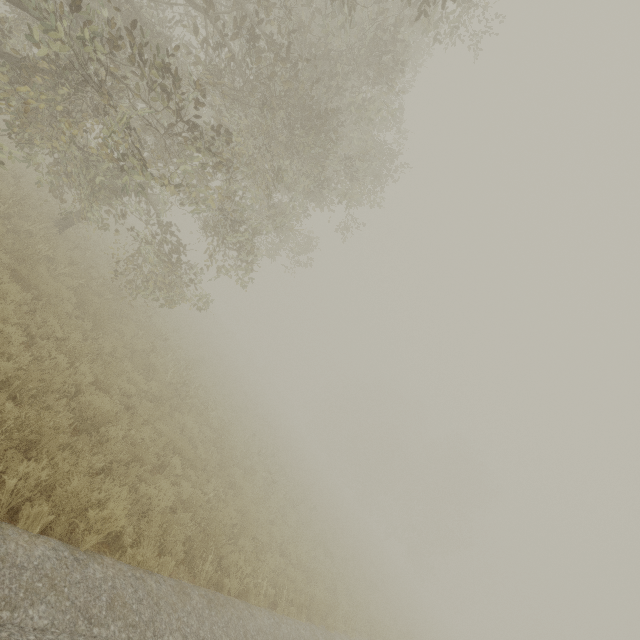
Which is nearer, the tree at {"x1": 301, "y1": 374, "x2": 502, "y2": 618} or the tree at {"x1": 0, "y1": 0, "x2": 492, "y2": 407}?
the tree at {"x1": 0, "y1": 0, "x2": 492, "y2": 407}

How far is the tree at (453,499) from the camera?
37.8 meters

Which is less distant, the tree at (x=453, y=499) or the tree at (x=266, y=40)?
the tree at (x=266, y=40)

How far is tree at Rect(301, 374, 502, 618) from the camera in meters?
37.8 m

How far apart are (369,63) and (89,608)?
13.4 meters
